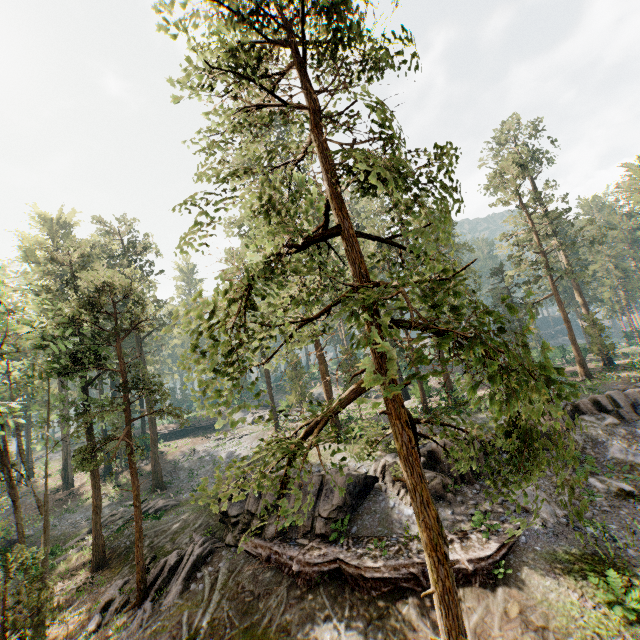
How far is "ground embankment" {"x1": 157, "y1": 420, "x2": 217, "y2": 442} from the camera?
53.2 meters

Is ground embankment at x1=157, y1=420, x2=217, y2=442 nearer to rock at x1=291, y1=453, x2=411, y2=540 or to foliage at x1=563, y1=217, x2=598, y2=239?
foliage at x1=563, y1=217, x2=598, y2=239

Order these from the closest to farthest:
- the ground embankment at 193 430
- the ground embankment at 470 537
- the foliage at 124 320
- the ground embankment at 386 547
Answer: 1. the foliage at 124 320
2. the ground embankment at 470 537
3. the ground embankment at 386 547
4. the ground embankment at 193 430

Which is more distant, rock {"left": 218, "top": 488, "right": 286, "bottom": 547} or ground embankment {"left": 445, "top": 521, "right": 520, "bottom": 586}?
rock {"left": 218, "top": 488, "right": 286, "bottom": 547}

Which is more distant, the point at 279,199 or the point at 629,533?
the point at 629,533

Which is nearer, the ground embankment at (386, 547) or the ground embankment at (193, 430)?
the ground embankment at (386, 547)

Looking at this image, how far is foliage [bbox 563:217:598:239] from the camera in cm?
3077
